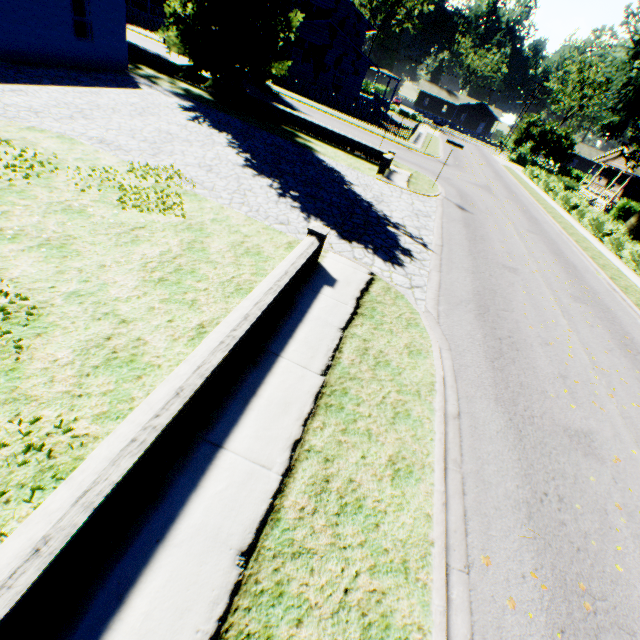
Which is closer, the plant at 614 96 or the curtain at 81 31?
the curtain at 81 31

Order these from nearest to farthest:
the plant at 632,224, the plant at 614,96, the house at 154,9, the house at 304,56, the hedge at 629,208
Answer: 1. the hedge at 629,208
2. the plant at 614,96
3. the plant at 632,224
4. the house at 304,56
5. the house at 154,9

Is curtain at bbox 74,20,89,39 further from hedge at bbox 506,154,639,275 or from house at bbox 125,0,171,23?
house at bbox 125,0,171,23

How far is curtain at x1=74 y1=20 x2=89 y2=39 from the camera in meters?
14.6 m

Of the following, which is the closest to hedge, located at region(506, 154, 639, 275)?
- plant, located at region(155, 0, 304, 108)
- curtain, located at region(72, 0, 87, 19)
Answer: plant, located at region(155, 0, 304, 108)

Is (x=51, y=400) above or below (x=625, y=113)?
below

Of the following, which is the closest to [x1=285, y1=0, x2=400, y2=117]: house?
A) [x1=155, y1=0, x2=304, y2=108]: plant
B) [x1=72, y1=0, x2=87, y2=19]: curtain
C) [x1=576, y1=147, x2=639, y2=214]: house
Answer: [x1=155, y1=0, x2=304, y2=108]: plant

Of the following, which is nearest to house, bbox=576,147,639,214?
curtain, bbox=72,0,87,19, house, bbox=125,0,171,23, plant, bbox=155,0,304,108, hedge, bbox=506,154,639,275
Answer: plant, bbox=155,0,304,108
